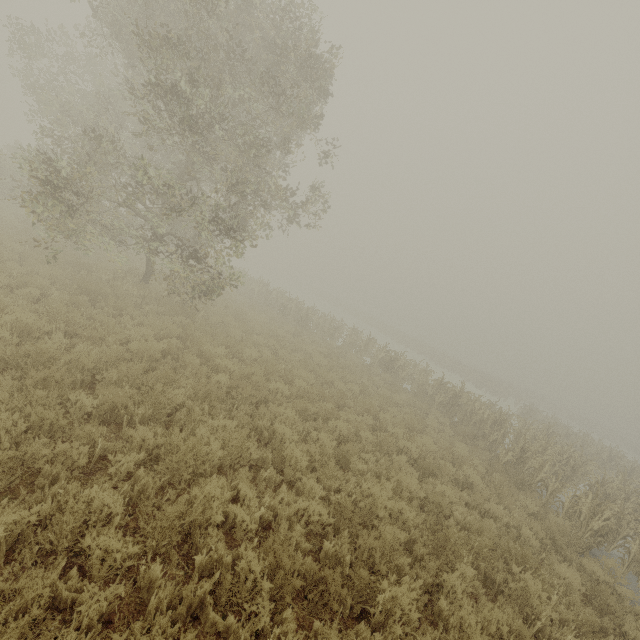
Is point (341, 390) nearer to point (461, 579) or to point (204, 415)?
point (204, 415)
